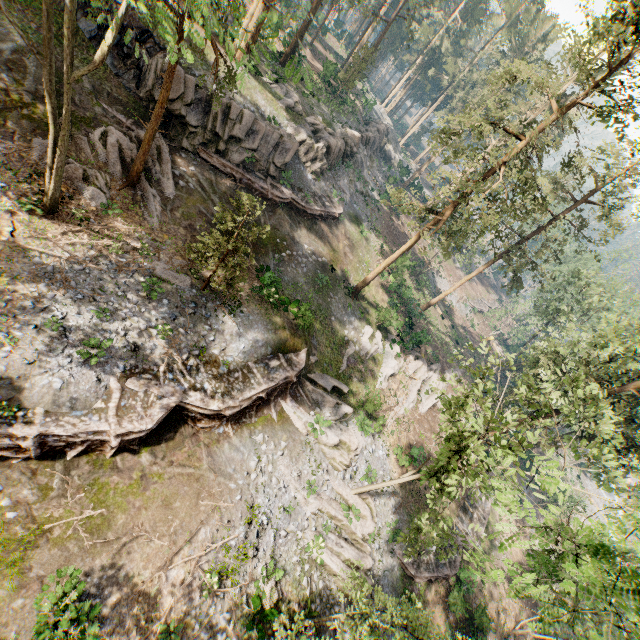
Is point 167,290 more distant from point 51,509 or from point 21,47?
point 21,47

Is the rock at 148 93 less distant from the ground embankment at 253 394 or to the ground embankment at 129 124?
the ground embankment at 129 124

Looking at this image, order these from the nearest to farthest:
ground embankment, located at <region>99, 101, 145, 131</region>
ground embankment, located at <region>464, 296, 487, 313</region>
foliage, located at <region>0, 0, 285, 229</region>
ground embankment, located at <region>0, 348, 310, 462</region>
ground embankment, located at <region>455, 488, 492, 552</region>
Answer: foliage, located at <region>0, 0, 285, 229</region> < ground embankment, located at <region>0, 348, 310, 462</region> < ground embankment, located at <region>99, 101, 145, 131</region> < ground embankment, located at <region>455, 488, 492, 552</region> < ground embankment, located at <region>464, 296, 487, 313</region>

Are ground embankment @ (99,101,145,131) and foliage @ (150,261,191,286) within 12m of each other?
yes

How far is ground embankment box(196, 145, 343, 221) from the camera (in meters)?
22.24

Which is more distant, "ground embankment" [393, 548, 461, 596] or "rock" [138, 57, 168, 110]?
"ground embankment" [393, 548, 461, 596]

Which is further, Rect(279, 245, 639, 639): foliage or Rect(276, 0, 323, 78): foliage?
Rect(276, 0, 323, 78): foliage

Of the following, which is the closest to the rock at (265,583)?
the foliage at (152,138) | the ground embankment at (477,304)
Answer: the foliage at (152,138)
